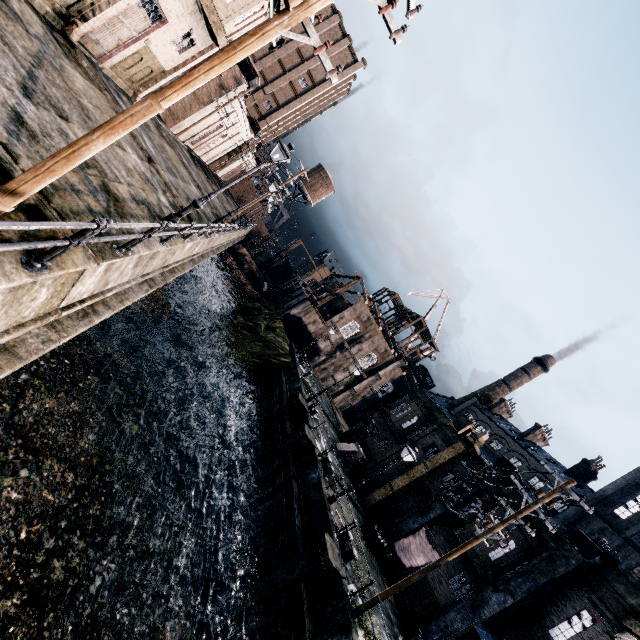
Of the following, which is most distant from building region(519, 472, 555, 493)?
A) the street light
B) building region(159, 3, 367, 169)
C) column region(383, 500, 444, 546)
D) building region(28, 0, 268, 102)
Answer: building region(28, 0, 268, 102)

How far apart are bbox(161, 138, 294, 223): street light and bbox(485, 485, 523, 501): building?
23.2 meters

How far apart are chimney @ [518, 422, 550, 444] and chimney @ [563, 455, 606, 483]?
7.49m

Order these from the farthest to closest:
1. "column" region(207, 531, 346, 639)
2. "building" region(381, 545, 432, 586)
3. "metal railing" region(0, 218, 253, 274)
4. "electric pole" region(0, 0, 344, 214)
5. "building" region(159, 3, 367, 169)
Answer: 1. "building" region(159, 3, 367, 169)
2. "building" region(381, 545, 432, 586)
3. "column" region(207, 531, 346, 639)
4. "electric pole" region(0, 0, 344, 214)
5. "metal railing" region(0, 218, 253, 274)

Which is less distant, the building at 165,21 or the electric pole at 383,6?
the electric pole at 383,6

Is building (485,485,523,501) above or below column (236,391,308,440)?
above

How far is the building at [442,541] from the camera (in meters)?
20.97

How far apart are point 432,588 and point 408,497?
6.3m
